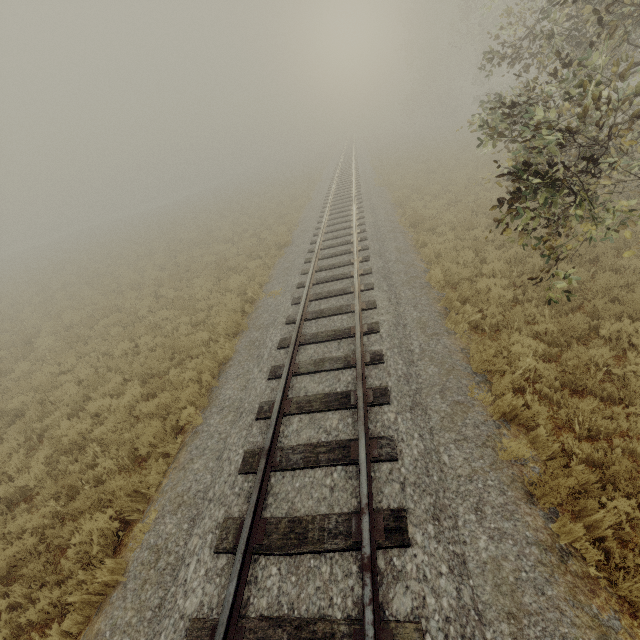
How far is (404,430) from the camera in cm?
499
